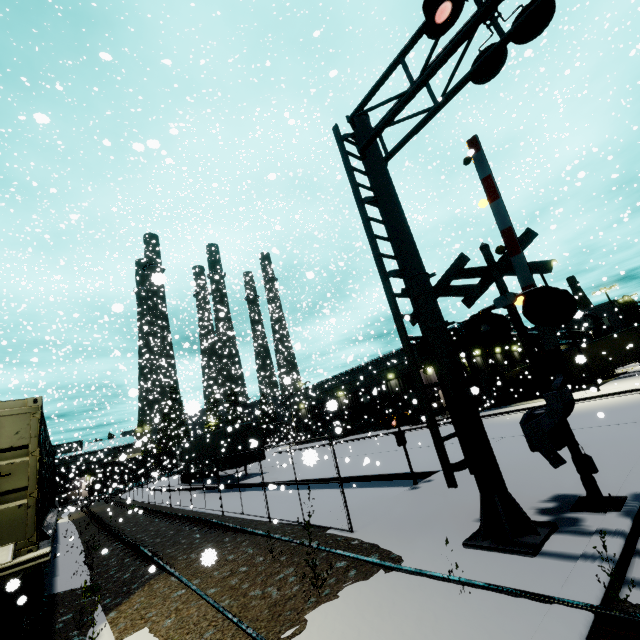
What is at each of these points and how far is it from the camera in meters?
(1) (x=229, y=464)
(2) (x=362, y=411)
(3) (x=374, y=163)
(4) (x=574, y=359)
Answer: (1) semi trailer, 21.6 m
(2) building, 39.7 m
(3) railroad crossing overhang, 7.1 m
(4) semi trailer, 30.0 m

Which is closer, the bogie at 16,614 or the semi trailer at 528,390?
the bogie at 16,614

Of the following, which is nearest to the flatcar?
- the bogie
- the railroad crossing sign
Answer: the bogie

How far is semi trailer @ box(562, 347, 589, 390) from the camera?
29.2 meters

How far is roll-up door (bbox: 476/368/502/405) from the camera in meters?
31.7 m

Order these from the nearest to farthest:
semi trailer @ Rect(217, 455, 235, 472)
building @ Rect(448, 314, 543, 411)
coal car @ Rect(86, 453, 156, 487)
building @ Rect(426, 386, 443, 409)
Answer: semi trailer @ Rect(217, 455, 235, 472)
building @ Rect(448, 314, 543, 411)
building @ Rect(426, 386, 443, 409)
coal car @ Rect(86, 453, 156, 487)

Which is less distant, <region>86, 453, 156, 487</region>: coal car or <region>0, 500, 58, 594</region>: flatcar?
<region>0, 500, 58, 594</region>: flatcar

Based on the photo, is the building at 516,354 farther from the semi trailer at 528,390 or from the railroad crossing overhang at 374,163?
the railroad crossing overhang at 374,163
